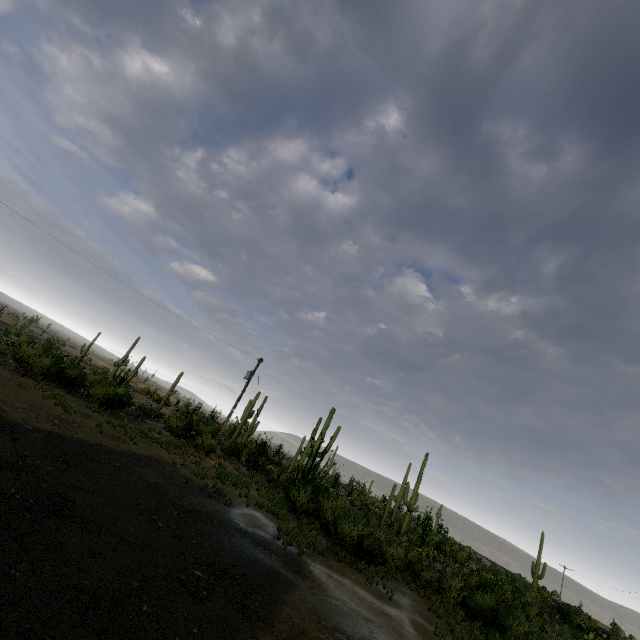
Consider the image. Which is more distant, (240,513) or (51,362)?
(51,362)
